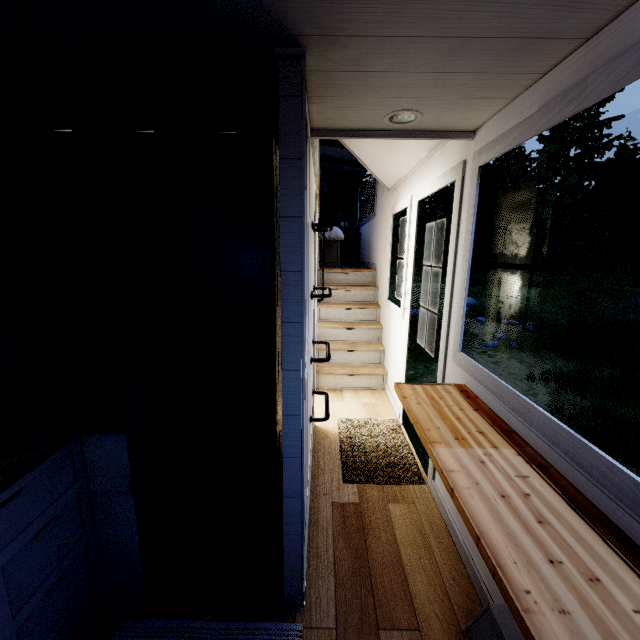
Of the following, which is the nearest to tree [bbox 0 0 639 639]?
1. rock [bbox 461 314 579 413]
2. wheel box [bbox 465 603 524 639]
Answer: wheel box [bbox 465 603 524 639]

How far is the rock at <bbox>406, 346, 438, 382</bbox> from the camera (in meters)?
7.88

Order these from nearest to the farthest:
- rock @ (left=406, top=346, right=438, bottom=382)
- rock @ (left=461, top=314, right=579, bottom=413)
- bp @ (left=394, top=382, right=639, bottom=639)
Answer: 1. bp @ (left=394, top=382, right=639, bottom=639)
2. rock @ (left=461, top=314, right=579, bottom=413)
3. rock @ (left=406, top=346, right=438, bottom=382)

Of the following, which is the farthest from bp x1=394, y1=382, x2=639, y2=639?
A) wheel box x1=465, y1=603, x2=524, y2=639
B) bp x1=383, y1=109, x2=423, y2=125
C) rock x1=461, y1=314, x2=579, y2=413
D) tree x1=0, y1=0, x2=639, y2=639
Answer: rock x1=461, y1=314, x2=579, y2=413

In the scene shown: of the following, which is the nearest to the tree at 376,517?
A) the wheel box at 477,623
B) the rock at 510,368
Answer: the wheel box at 477,623

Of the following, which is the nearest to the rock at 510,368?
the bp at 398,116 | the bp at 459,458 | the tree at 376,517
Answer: the tree at 376,517

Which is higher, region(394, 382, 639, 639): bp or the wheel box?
region(394, 382, 639, 639): bp

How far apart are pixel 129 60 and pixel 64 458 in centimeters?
171cm
